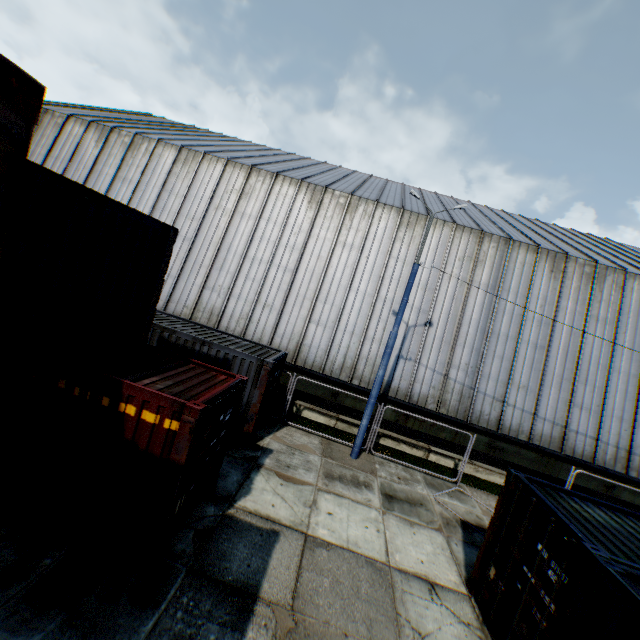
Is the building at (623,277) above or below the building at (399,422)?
above

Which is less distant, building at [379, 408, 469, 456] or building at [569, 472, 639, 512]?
building at [569, 472, 639, 512]

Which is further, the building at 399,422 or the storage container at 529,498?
the building at 399,422

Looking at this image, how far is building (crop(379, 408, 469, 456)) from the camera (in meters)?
15.05

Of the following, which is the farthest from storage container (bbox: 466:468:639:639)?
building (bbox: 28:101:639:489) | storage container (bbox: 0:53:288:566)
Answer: building (bbox: 28:101:639:489)

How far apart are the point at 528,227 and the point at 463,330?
11.1 meters

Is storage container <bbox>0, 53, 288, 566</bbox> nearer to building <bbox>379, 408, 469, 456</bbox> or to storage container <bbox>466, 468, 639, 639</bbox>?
storage container <bbox>466, 468, 639, 639</bbox>

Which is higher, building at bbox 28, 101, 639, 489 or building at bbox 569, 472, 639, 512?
building at bbox 28, 101, 639, 489
